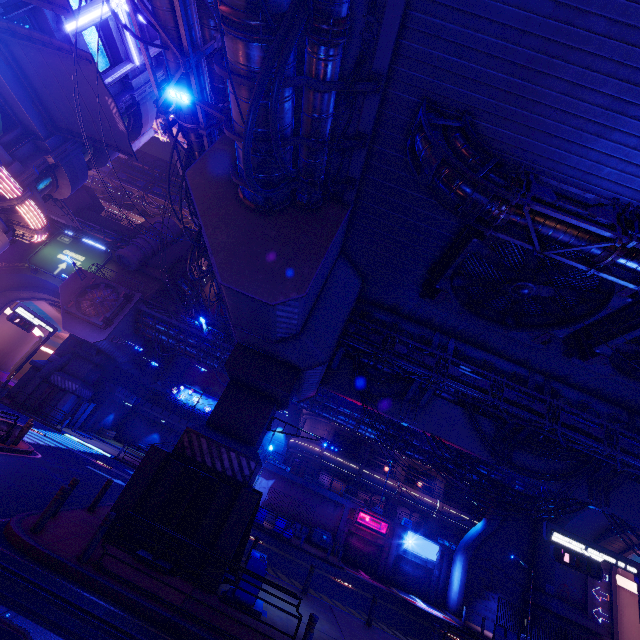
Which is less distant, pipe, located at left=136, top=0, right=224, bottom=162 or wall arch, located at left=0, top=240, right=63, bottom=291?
pipe, located at left=136, top=0, right=224, bottom=162

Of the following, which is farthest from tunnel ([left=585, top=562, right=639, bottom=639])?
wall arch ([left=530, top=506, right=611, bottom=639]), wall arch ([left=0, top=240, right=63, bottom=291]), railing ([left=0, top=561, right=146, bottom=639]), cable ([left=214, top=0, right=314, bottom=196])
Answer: wall arch ([left=0, top=240, right=63, bottom=291])

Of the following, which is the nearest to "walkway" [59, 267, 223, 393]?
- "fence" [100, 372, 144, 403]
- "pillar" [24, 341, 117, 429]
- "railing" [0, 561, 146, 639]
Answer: "pillar" [24, 341, 117, 429]

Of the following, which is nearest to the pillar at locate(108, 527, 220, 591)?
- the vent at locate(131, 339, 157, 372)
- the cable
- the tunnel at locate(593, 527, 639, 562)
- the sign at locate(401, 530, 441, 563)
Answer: the cable

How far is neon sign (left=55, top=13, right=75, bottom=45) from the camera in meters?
13.1 m

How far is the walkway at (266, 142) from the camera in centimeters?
748cm

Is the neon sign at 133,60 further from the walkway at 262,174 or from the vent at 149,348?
the vent at 149,348

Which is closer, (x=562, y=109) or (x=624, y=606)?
(x=562, y=109)
